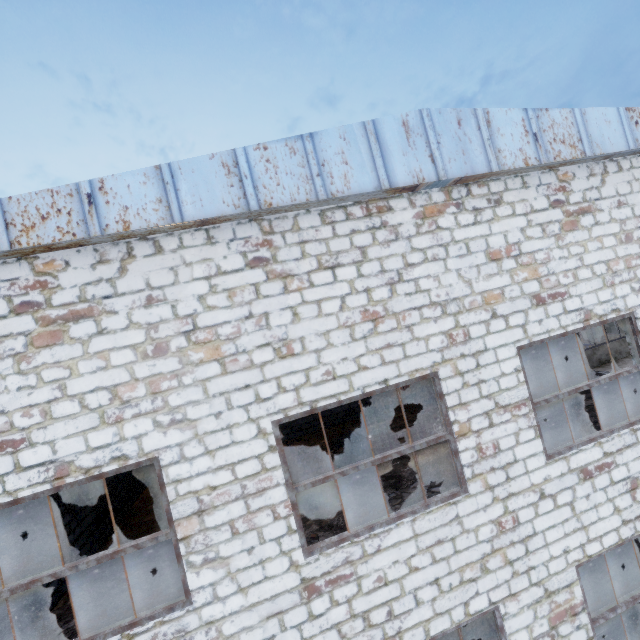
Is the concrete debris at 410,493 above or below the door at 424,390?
below

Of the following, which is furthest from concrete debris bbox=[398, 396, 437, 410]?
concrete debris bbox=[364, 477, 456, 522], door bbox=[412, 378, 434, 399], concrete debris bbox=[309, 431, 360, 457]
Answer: concrete debris bbox=[364, 477, 456, 522]

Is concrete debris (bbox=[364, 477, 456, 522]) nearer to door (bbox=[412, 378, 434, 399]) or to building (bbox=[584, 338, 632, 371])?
door (bbox=[412, 378, 434, 399])

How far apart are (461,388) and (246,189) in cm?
475

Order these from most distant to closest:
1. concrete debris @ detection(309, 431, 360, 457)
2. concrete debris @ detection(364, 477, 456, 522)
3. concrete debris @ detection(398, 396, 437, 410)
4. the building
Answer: concrete debris @ detection(398, 396, 437, 410) < the building < concrete debris @ detection(309, 431, 360, 457) < concrete debris @ detection(364, 477, 456, 522)

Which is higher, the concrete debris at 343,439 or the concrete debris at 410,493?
the concrete debris at 343,439

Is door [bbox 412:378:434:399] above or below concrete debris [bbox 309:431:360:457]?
above

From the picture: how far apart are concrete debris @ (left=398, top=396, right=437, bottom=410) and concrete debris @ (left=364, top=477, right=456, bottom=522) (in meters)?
5.26
